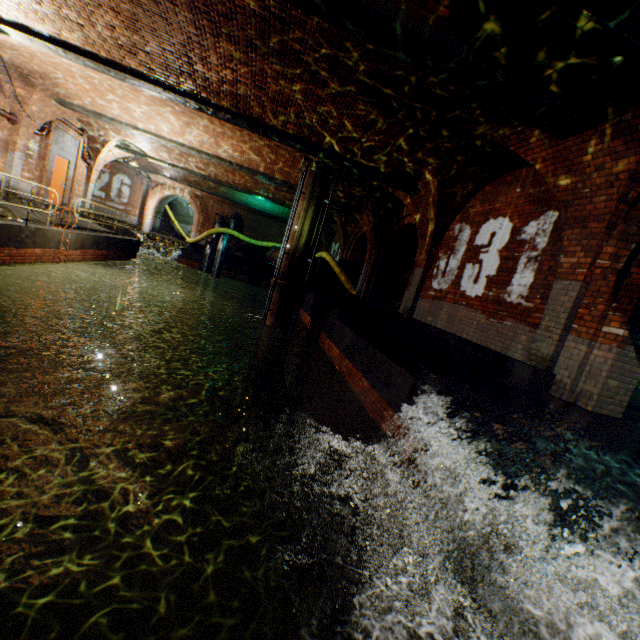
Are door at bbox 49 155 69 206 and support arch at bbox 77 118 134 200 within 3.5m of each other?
yes

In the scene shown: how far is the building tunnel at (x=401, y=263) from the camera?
18.73m

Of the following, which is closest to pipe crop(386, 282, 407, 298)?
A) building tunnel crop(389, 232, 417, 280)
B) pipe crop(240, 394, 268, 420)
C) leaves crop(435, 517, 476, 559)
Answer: building tunnel crop(389, 232, 417, 280)

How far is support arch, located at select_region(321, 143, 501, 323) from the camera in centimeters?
798cm

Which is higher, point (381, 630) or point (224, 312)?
point (381, 630)

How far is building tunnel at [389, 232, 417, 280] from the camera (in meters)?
18.73

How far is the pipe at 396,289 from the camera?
19.2 meters

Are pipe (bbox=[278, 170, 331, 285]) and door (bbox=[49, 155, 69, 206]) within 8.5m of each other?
no
